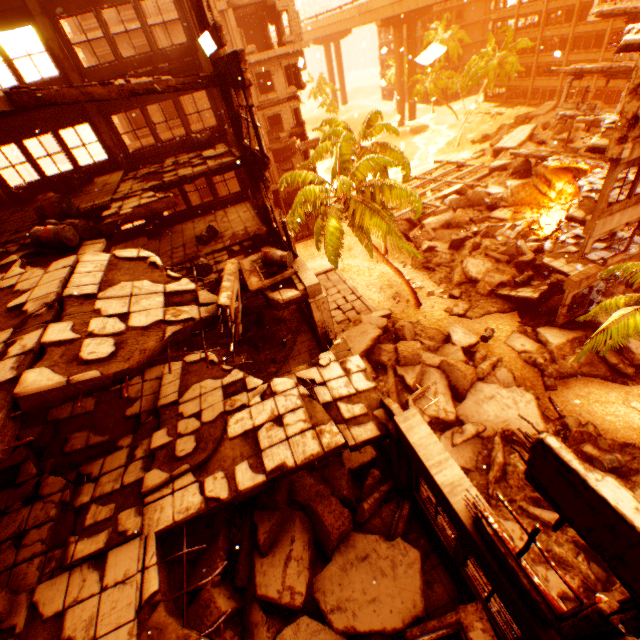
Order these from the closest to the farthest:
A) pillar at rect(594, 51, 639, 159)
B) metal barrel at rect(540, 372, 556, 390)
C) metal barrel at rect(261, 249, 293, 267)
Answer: metal barrel at rect(261, 249, 293, 267) < pillar at rect(594, 51, 639, 159) < metal barrel at rect(540, 372, 556, 390)

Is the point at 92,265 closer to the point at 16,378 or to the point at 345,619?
the point at 16,378

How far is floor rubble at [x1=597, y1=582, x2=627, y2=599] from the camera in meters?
9.3 m

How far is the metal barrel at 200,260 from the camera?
11.5m

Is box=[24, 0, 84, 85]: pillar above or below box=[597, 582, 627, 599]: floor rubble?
above

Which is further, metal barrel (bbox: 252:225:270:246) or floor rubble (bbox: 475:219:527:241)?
floor rubble (bbox: 475:219:527:241)

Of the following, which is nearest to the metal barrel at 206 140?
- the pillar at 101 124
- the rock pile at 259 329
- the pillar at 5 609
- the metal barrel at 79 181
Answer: the pillar at 101 124

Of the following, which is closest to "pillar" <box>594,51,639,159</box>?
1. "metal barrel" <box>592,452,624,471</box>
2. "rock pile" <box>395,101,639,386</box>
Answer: "rock pile" <box>395,101,639,386</box>
